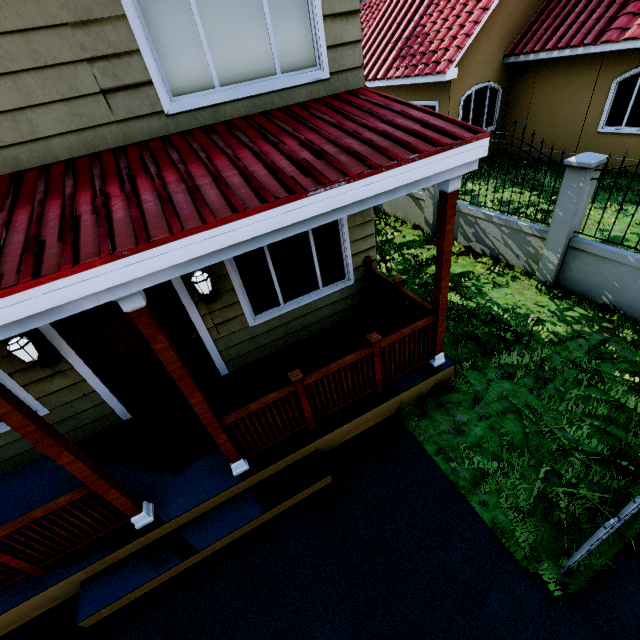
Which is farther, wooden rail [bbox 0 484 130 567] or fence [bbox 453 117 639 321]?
fence [bbox 453 117 639 321]

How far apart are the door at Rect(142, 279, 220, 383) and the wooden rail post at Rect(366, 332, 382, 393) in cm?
260

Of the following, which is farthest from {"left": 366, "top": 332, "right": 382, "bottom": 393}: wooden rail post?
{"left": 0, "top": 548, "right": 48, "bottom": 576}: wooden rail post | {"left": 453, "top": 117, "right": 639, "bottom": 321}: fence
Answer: {"left": 0, "top": 548, "right": 48, "bottom": 576}: wooden rail post

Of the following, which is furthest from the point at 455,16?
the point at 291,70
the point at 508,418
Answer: Answer: the point at 508,418

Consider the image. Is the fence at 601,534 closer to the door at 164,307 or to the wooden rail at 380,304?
the wooden rail at 380,304

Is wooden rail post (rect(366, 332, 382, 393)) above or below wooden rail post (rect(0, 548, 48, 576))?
above

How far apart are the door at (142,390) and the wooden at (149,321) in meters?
1.7

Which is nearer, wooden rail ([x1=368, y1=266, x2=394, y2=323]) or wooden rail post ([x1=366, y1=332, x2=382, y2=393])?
wooden rail post ([x1=366, y1=332, x2=382, y2=393])
